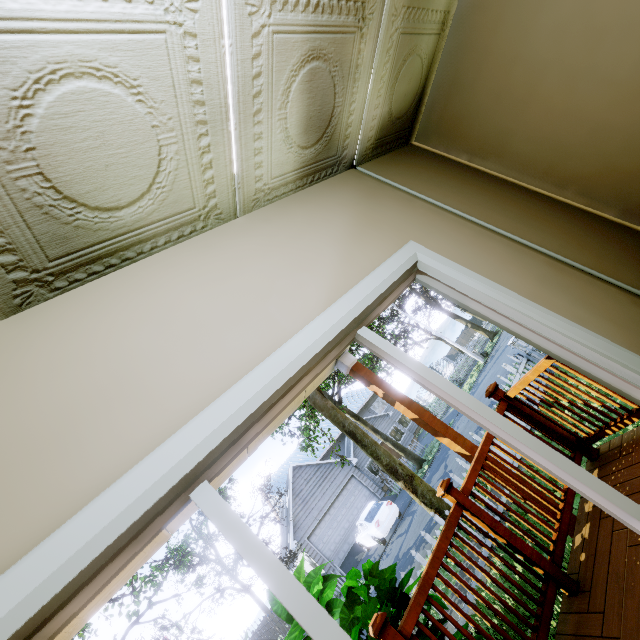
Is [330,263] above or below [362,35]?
below

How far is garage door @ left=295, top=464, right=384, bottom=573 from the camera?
19.5m

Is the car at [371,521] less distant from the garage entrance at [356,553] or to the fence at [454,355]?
the garage entrance at [356,553]

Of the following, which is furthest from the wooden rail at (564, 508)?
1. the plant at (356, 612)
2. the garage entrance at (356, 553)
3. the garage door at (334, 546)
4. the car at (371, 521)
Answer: the garage door at (334, 546)

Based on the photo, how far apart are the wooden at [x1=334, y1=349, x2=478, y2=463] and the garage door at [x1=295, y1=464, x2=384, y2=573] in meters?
19.7

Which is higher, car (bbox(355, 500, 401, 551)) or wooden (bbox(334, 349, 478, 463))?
wooden (bbox(334, 349, 478, 463))

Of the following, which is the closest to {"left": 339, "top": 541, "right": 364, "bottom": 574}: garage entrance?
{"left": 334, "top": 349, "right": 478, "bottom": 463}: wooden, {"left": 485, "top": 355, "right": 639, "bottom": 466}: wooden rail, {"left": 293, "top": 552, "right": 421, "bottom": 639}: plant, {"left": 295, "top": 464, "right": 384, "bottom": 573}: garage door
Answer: {"left": 295, "top": 464, "right": 384, "bottom": 573}: garage door

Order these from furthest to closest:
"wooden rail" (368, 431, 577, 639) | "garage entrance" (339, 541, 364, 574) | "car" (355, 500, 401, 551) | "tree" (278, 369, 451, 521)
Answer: "garage entrance" (339, 541, 364, 574), "car" (355, 500, 401, 551), "tree" (278, 369, 451, 521), "wooden rail" (368, 431, 577, 639)
